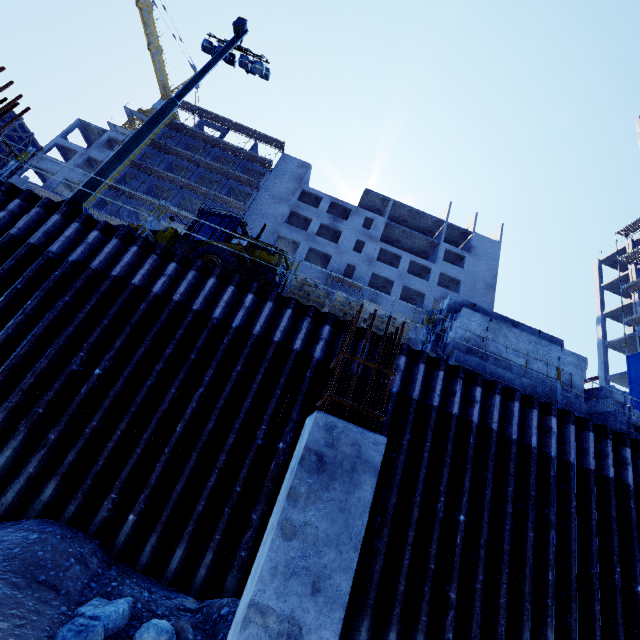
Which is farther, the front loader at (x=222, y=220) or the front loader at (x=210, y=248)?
the front loader at (x=222, y=220)

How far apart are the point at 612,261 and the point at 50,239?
53.2m

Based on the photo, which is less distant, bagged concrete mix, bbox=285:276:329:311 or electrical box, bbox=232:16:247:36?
bagged concrete mix, bbox=285:276:329:311

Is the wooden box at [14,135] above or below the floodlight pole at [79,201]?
above

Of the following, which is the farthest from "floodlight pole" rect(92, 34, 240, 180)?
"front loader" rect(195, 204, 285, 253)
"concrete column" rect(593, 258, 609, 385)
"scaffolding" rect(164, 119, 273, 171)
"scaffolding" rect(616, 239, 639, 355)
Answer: "concrete column" rect(593, 258, 609, 385)

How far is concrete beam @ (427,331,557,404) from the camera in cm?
878

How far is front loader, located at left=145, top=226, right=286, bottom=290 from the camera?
10.3m
